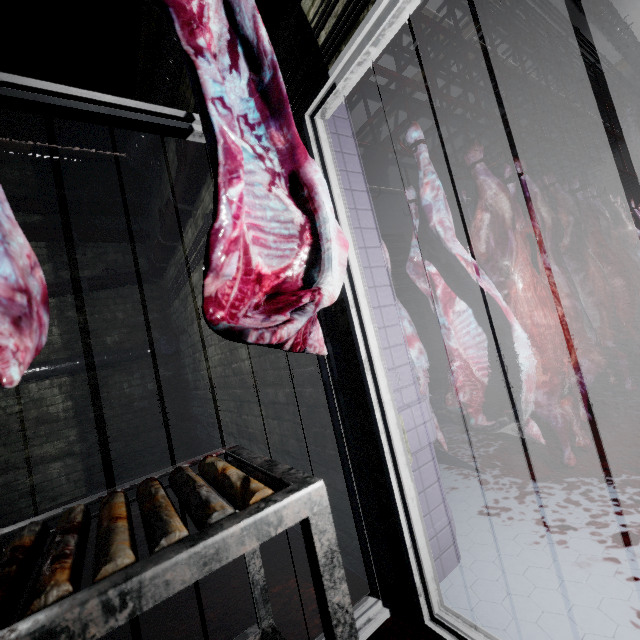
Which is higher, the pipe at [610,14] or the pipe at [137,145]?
the pipe at [610,14]

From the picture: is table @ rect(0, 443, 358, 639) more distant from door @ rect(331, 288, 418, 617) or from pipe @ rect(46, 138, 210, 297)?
pipe @ rect(46, 138, 210, 297)

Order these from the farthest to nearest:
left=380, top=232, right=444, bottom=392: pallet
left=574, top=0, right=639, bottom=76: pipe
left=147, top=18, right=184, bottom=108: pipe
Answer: left=380, top=232, right=444, bottom=392: pallet
left=574, top=0, right=639, bottom=76: pipe
left=147, top=18, right=184, bottom=108: pipe

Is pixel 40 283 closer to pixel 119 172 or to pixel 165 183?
pixel 165 183

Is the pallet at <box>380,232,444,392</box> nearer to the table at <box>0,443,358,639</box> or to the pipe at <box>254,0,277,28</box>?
the pipe at <box>254,0,277,28</box>

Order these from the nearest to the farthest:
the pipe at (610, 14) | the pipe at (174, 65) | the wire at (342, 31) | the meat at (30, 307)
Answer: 1. the meat at (30, 307)
2. the wire at (342, 31)
3. the pipe at (174, 65)
4. the pipe at (610, 14)

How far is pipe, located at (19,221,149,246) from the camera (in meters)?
3.77

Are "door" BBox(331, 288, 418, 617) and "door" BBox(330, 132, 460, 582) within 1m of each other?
yes
